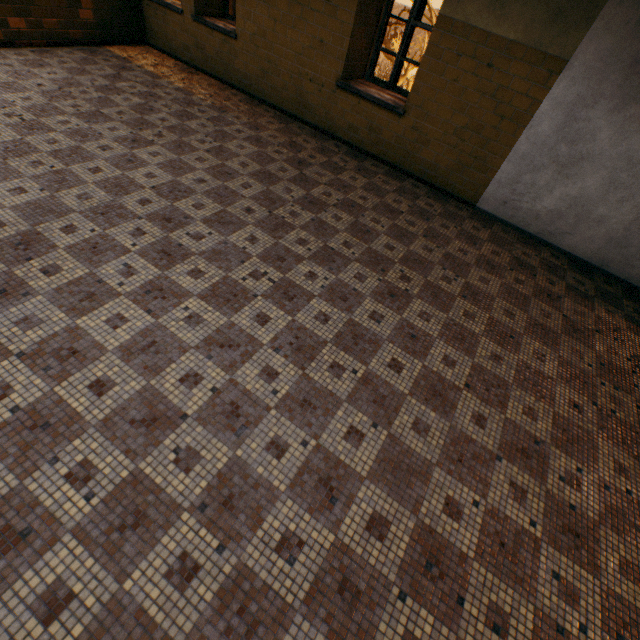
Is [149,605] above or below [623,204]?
below
